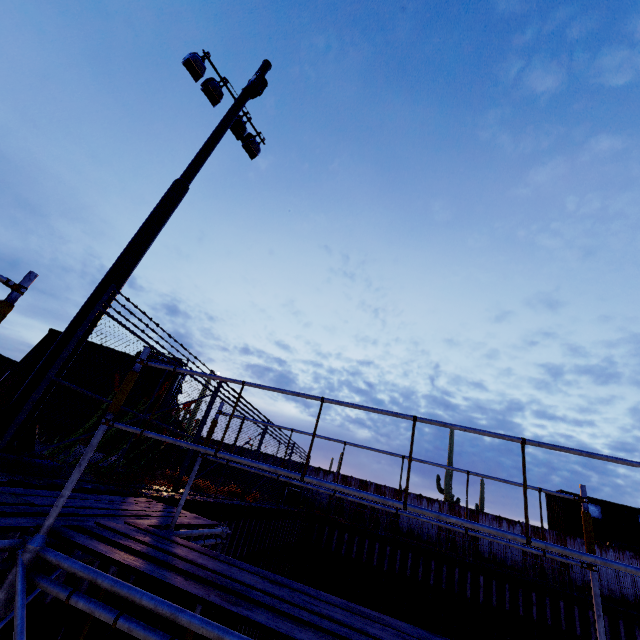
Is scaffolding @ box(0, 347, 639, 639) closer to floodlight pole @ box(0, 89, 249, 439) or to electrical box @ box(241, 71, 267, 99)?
floodlight pole @ box(0, 89, 249, 439)

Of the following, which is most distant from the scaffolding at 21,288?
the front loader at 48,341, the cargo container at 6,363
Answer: the cargo container at 6,363

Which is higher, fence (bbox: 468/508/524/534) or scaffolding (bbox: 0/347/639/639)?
fence (bbox: 468/508/524/534)

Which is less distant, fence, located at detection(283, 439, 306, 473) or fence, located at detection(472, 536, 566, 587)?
fence, located at detection(283, 439, 306, 473)

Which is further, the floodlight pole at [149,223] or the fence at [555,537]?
the fence at [555,537]

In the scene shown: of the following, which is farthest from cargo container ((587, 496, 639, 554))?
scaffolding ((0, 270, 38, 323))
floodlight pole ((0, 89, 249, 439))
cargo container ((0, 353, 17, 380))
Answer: cargo container ((0, 353, 17, 380))

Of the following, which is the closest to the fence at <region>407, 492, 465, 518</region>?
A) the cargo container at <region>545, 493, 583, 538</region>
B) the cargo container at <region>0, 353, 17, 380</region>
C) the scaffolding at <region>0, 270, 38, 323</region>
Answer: the cargo container at <region>545, 493, 583, 538</region>

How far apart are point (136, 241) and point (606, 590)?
23.4m
